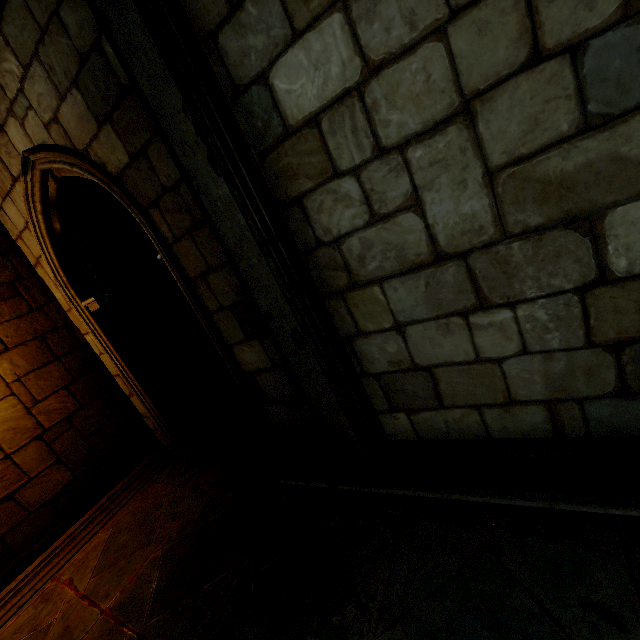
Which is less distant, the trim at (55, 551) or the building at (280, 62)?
the building at (280, 62)

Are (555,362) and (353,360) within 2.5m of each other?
yes

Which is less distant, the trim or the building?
the building
